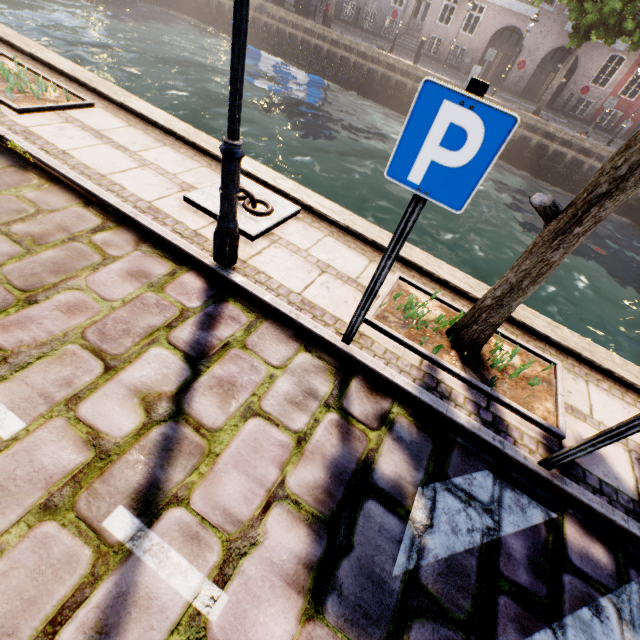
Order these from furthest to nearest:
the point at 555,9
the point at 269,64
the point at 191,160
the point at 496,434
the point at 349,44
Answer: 1. the point at 555,9
2. the point at 269,64
3. the point at 349,44
4. the point at 191,160
5. the point at 496,434

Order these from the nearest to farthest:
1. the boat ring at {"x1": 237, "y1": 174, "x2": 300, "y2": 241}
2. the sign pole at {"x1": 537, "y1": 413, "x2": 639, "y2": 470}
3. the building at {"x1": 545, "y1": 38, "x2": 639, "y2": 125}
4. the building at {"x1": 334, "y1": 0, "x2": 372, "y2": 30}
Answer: the sign pole at {"x1": 537, "y1": 413, "x2": 639, "y2": 470} → the boat ring at {"x1": 237, "y1": 174, "x2": 300, "y2": 241} → the building at {"x1": 545, "y1": 38, "x2": 639, "y2": 125} → the building at {"x1": 334, "y1": 0, "x2": 372, "y2": 30}

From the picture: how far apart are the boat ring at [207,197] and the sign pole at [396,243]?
1.57m

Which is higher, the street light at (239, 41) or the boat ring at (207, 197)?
the street light at (239, 41)

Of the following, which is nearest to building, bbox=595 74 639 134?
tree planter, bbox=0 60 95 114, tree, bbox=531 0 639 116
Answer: tree, bbox=531 0 639 116

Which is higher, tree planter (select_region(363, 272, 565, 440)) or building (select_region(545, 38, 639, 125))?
building (select_region(545, 38, 639, 125))

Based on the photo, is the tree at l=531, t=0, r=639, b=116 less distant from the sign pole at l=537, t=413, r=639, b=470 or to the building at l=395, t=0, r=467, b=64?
the sign pole at l=537, t=413, r=639, b=470

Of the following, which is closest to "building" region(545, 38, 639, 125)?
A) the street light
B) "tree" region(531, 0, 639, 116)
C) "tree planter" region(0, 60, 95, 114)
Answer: "tree" region(531, 0, 639, 116)
